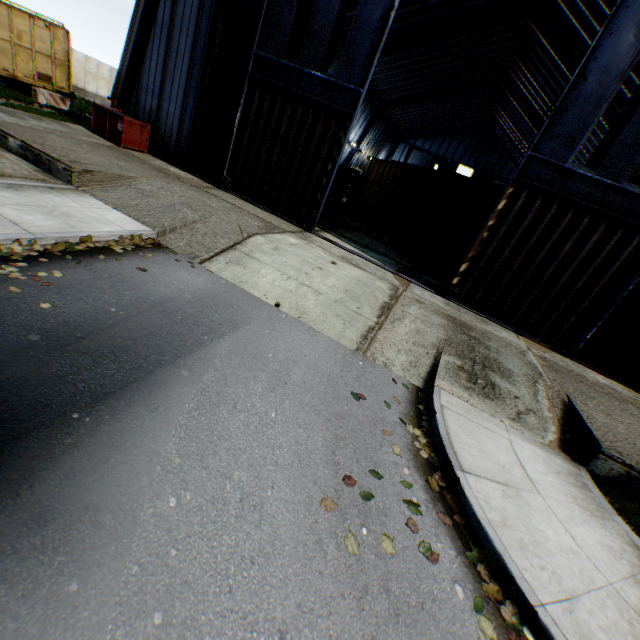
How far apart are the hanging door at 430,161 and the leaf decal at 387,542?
56.64m

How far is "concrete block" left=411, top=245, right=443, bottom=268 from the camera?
16.0 meters

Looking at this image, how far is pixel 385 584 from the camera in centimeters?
306cm

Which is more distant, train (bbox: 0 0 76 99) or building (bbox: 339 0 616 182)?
building (bbox: 339 0 616 182)

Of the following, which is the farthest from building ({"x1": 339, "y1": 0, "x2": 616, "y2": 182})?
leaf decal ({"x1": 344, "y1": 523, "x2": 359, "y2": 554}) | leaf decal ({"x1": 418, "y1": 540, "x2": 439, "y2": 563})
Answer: leaf decal ({"x1": 344, "y1": 523, "x2": 359, "y2": 554})

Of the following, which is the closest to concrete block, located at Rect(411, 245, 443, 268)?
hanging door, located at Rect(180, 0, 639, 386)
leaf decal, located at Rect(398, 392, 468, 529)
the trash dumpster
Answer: hanging door, located at Rect(180, 0, 639, 386)

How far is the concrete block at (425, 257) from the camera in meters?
16.0

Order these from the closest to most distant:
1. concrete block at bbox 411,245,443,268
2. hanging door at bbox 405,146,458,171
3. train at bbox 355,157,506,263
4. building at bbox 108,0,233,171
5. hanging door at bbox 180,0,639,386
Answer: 1. hanging door at bbox 180,0,639,386
2. building at bbox 108,0,233,171
3. train at bbox 355,157,506,263
4. concrete block at bbox 411,245,443,268
5. hanging door at bbox 405,146,458,171
